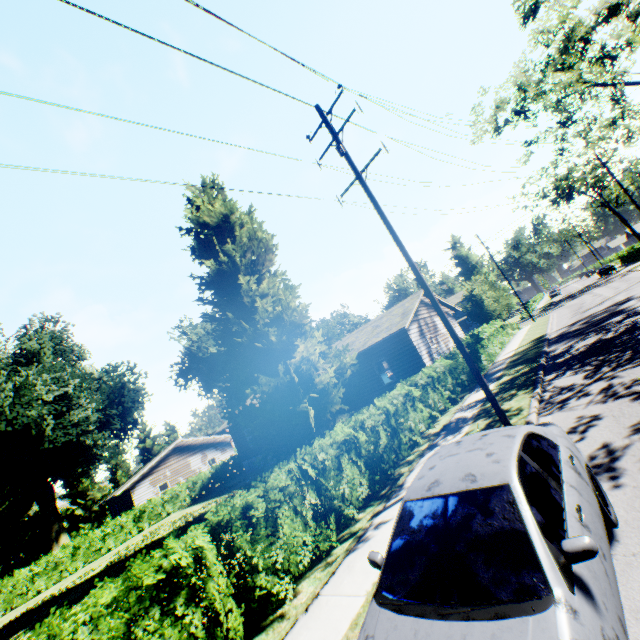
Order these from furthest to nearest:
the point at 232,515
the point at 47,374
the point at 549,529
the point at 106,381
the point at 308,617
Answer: the point at 106,381 < the point at 47,374 < the point at 232,515 < the point at 308,617 < the point at 549,529

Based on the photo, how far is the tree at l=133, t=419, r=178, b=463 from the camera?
55.59m

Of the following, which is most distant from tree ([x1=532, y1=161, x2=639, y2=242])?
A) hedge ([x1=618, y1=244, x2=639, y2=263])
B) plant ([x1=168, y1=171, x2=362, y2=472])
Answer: plant ([x1=168, y1=171, x2=362, y2=472])

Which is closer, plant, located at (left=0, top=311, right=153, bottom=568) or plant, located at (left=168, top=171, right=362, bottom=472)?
plant, located at (left=168, top=171, right=362, bottom=472)

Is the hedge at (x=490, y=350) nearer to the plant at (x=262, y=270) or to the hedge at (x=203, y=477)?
the plant at (x=262, y=270)

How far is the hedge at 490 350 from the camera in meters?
19.4 m

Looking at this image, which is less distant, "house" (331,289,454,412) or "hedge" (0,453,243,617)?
"house" (331,289,454,412)

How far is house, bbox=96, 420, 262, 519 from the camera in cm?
2914
